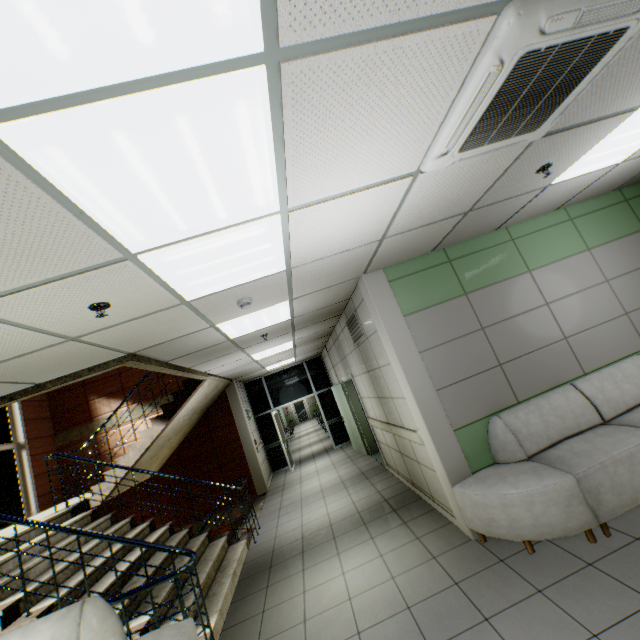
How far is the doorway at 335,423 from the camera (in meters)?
11.01

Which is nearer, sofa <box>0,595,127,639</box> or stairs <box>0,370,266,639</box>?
sofa <box>0,595,127,639</box>

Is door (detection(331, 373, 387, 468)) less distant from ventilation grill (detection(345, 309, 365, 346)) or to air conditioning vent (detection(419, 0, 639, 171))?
ventilation grill (detection(345, 309, 365, 346))

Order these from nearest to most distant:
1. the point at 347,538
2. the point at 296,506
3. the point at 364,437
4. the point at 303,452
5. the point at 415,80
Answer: the point at 415,80 → the point at 347,538 → the point at 296,506 → the point at 364,437 → the point at 303,452

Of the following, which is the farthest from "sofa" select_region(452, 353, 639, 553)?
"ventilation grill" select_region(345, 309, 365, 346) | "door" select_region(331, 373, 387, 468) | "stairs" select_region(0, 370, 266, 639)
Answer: "door" select_region(331, 373, 387, 468)

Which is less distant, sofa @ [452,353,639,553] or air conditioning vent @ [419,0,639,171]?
air conditioning vent @ [419,0,639,171]

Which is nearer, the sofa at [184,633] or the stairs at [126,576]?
the sofa at [184,633]

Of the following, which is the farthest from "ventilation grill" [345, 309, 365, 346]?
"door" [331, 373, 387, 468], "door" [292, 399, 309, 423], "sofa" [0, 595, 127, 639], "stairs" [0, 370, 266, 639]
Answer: "door" [292, 399, 309, 423]
